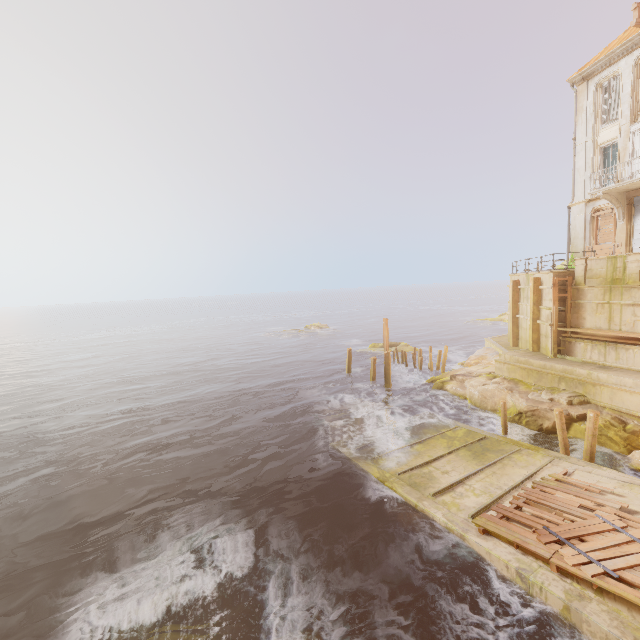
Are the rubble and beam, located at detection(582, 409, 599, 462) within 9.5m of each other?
yes

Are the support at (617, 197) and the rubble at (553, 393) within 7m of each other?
no

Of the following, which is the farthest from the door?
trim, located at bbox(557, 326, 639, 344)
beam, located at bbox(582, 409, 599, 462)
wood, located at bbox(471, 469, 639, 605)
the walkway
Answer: wood, located at bbox(471, 469, 639, 605)

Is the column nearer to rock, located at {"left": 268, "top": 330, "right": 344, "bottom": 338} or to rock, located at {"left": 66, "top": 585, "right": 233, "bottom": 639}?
rock, located at {"left": 66, "top": 585, "right": 233, "bottom": 639}

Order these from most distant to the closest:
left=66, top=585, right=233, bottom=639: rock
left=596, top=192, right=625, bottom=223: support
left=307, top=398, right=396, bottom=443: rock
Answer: left=596, top=192, right=625, bottom=223: support, left=307, top=398, right=396, bottom=443: rock, left=66, top=585, right=233, bottom=639: rock

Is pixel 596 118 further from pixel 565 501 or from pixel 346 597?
pixel 346 597

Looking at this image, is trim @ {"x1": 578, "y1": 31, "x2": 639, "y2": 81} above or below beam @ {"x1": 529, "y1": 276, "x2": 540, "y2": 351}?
above

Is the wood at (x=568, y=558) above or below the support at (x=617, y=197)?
below
